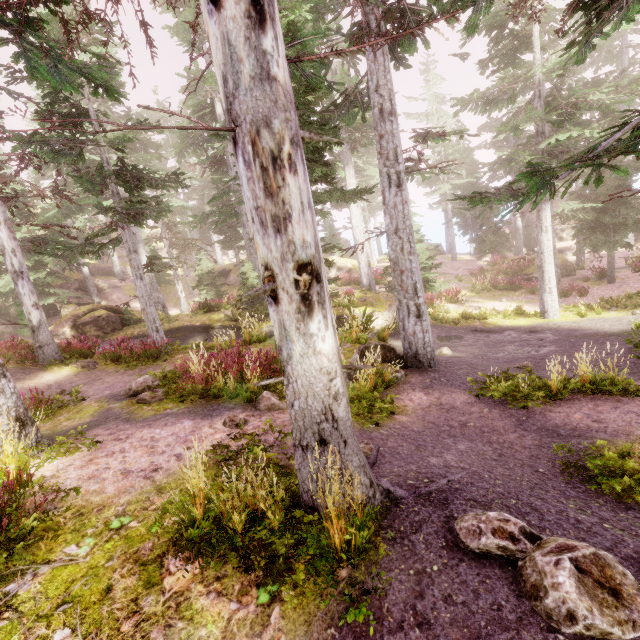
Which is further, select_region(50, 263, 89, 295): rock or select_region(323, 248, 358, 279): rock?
select_region(323, 248, 358, 279): rock

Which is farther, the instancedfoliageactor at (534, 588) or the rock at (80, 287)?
the rock at (80, 287)

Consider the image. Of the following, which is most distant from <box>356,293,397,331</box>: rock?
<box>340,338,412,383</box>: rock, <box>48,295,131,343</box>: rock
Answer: <box>340,338,412,383</box>: rock

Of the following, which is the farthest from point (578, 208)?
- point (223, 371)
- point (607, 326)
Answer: point (223, 371)

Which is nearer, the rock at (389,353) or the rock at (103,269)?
the rock at (389,353)

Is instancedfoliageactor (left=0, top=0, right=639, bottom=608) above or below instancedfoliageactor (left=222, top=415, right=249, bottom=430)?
above

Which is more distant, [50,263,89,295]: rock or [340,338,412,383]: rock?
[50,263,89,295]: rock

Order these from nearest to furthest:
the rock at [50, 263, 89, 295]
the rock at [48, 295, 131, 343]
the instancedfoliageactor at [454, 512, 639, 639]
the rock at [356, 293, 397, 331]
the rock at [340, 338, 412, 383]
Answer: the instancedfoliageactor at [454, 512, 639, 639] → the rock at [340, 338, 412, 383] → the rock at [356, 293, 397, 331] → the rock at [48, 295, 131, 343] → the rock at [50, 263, 89, 295]
